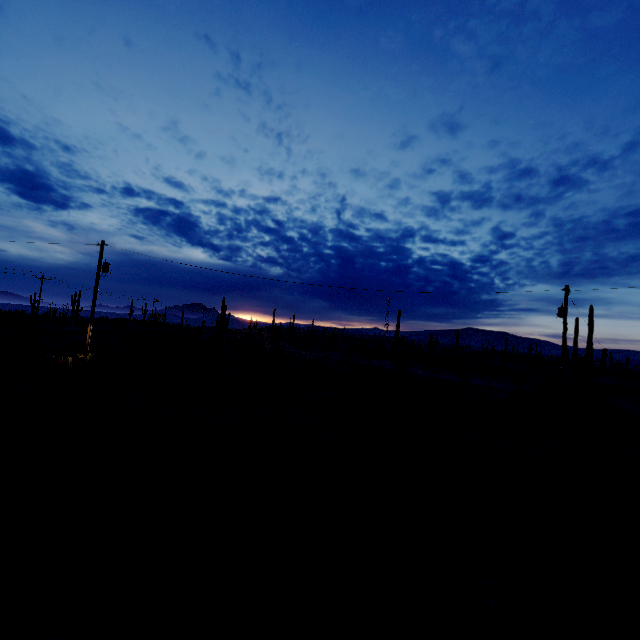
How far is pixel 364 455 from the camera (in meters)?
11.12
